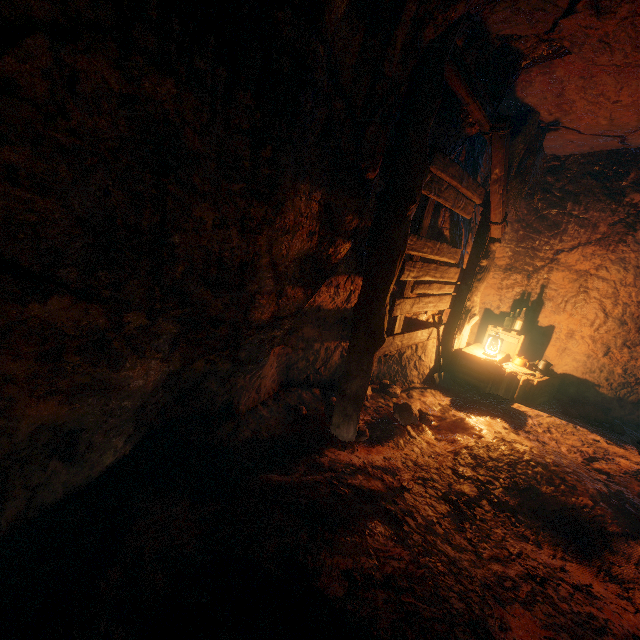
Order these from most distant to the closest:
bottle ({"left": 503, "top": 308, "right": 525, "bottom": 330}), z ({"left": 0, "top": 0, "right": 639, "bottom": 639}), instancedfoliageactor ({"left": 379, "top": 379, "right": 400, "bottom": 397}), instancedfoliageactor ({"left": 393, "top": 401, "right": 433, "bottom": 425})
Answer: bottle ({"left": 503, "top": 308, "right": 525, "bottom": 330}), instancedfoliageactor ({"left": 379, "top": 379, "right": 400, "bottom": 397}), instancedfoliageactor ({"left": 393, "top": 401, "right": 433, "bottom": 425}), z ({"left": 0, "top": 0, "right": 639, "bottom": 639})

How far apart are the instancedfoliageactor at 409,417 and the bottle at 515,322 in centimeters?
314cm

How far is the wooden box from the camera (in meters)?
5.40

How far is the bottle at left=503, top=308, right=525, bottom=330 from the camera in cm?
631

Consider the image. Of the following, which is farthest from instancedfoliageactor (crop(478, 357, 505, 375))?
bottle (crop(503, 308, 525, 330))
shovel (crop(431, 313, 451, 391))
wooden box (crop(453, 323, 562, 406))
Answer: bottle (crop(503, 308, 525, 330))

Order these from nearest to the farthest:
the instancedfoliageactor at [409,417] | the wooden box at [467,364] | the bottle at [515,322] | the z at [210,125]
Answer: the z at [210,125] < the instancedfoliageactor at [409,417] < the wooden box at [467,364] < the bottle at [515,322]

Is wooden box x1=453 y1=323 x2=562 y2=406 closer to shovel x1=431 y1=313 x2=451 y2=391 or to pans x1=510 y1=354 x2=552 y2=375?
pans x1=510 y1=354 x2=552 y2=375

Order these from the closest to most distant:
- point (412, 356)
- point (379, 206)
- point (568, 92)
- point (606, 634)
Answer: point (606, 634) < point (379, 206) < point (568, 92) < point (412, 356)
